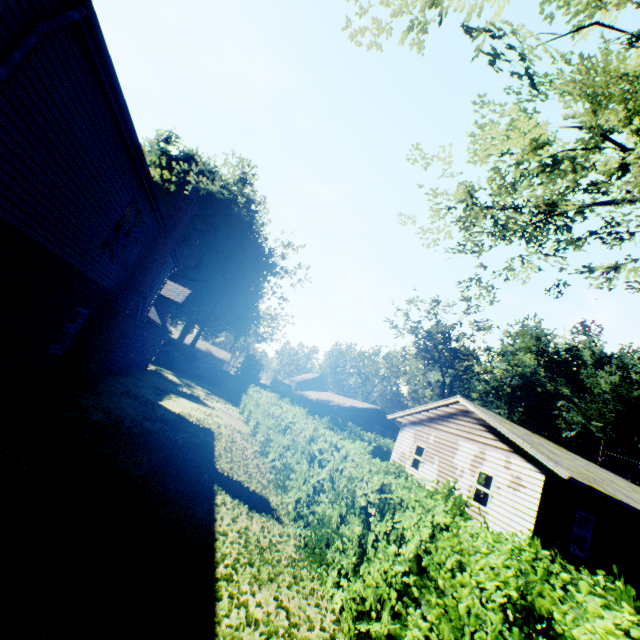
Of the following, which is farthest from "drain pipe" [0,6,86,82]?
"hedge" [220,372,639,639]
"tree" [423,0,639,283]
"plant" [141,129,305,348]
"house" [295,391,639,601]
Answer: "plant" [141,129,305,348]

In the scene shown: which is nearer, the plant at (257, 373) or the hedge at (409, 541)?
the hedge at (409, 541)

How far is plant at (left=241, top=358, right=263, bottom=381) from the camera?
39.4 meters

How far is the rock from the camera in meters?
36.3 m

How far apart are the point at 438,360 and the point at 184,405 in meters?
34.6 m

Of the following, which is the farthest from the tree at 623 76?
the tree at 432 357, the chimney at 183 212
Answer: the tree at 432 357

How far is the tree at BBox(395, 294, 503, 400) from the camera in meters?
41.3

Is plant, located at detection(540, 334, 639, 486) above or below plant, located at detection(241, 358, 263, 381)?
above
